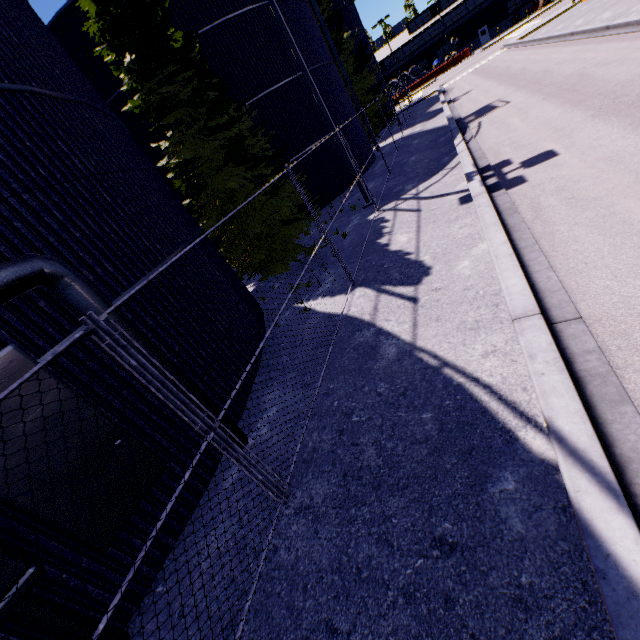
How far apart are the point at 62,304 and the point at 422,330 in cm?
550

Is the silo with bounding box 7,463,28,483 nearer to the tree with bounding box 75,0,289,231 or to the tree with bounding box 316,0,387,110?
the tree with bounding box 316,0,387,110

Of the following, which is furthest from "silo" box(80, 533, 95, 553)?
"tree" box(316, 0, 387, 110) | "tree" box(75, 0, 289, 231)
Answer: "tree" box(75, 0, 289, 231)

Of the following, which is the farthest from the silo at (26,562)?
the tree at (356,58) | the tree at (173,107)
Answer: the tree at (173,107)

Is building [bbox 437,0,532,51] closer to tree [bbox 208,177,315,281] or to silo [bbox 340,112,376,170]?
silo [bbox 340,112,376,170]

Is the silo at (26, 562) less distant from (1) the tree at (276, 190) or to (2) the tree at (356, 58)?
(2) the tree at (356, 58)

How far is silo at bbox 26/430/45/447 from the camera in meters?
3.4
